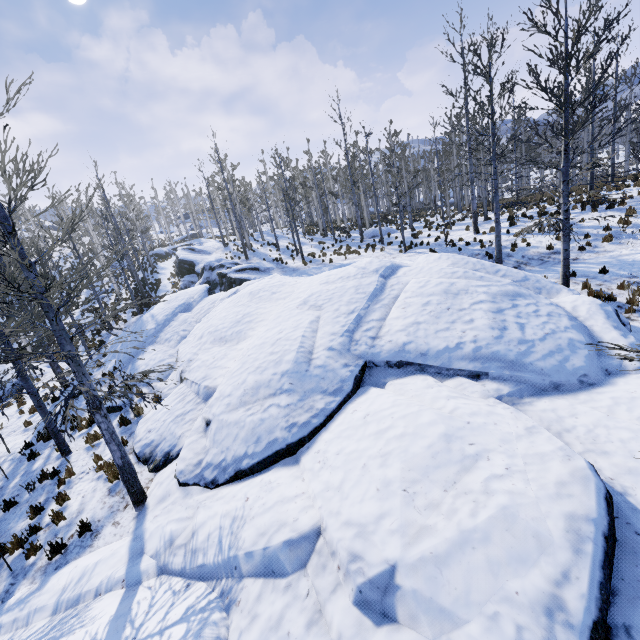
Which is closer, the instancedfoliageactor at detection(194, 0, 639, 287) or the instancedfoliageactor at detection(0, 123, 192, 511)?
the instancedfoliageactor at detection(0, 123, 192, 511)

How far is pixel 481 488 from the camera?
Result: 4.3m

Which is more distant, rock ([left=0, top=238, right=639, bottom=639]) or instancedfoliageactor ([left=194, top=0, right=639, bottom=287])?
instancedfoliageactor ([left=194, top=0, right=639, bottom=287])

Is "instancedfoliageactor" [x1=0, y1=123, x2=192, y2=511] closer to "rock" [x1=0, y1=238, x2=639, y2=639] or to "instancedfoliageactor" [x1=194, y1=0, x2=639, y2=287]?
"rock" [x1=0, y1=238, x2=639, y2=639]

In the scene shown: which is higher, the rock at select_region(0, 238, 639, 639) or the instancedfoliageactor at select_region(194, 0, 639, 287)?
the instancedfoliageactor at select_region(194, 0, 639, 287)

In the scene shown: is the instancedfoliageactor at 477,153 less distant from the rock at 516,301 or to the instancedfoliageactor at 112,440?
the rock at 516,301

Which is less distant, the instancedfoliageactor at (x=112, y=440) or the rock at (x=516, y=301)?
the rock at (x=516, y=301)
